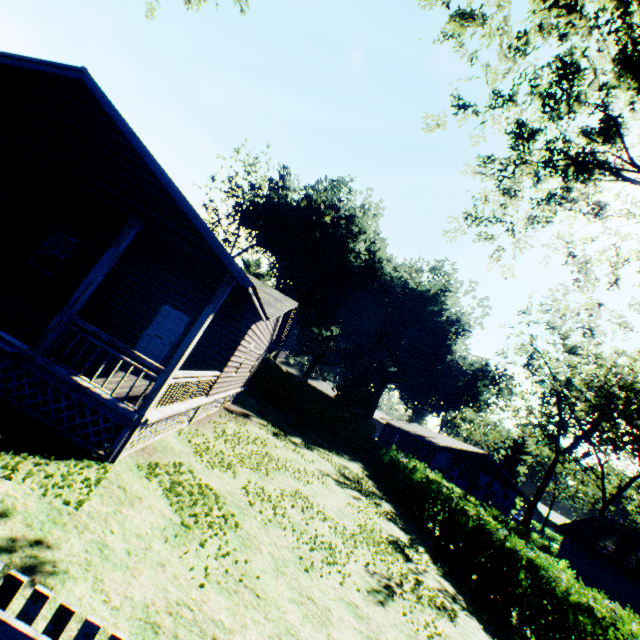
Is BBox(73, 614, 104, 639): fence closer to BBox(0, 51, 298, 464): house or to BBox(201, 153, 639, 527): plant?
BBox(0, 51, 298, 464): house

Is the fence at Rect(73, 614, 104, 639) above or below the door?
below

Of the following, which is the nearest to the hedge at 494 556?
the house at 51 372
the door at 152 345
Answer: the house at 51 372

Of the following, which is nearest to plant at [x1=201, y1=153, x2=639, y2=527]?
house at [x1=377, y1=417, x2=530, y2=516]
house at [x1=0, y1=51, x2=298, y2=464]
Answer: house at [x1=377, y1=417, x2=530, y2=516]

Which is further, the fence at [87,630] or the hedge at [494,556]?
the hedge at [494,556]

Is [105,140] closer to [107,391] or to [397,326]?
[107,391]

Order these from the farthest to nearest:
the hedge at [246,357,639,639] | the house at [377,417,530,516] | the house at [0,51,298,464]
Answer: the house at [377,417,530,516] < the hedge at [246,357,639,639] < the house at [0,51,298,464]

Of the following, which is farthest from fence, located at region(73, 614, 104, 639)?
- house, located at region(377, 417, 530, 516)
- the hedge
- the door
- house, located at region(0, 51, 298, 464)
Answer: house, located at region(377, 417, 530, 516)
